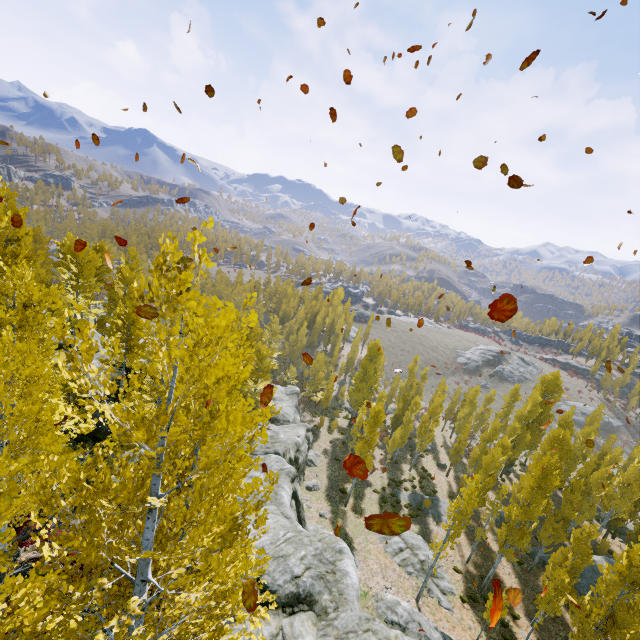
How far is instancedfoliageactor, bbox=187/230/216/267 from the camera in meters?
3.3

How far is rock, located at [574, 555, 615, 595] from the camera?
26.5m

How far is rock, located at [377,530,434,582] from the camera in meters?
23.7

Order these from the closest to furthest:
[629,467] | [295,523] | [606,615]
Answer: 1. [295,523]
2. [606,615]
3. [629,467]

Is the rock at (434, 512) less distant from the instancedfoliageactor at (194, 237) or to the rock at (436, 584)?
the instancedfoliageactor at (194, 237)

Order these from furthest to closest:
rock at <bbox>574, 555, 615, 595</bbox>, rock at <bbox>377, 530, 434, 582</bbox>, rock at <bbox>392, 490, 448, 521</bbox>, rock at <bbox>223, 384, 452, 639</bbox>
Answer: rock at <bbox>392, 490, 448, 521</bbox>
rock at <bbox>574, 555, 615, 595</bbox>
rock at <bbox>377, 530, 434, 582</bbox>
rock at <bbox>223, 384, 452, 639</bbox>

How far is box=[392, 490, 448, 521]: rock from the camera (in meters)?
32.66

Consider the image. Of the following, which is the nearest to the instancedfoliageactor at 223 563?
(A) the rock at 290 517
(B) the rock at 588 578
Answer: (A) the rock at 290 517
